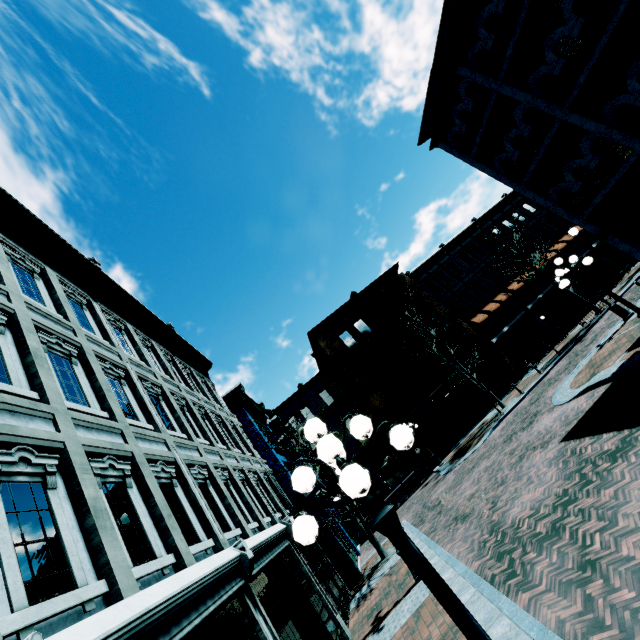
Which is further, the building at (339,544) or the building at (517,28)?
the building at (339,544)

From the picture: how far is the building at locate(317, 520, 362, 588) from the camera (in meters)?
14.54

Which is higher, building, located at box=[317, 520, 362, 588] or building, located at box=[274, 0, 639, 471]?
building, located at box=[274, 0, 639, 471]

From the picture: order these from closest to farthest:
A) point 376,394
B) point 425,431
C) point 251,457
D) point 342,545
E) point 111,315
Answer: point 111,315
point 251,457
point 342,545
point 425,431
point 376,394

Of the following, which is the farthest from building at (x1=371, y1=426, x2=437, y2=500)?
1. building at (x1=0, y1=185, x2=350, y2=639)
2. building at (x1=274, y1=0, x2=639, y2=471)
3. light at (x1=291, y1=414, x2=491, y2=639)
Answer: light at (x1=291, y1=414, x2=491, y2=639)

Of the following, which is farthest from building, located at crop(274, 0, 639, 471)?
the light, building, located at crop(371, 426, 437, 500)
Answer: the light

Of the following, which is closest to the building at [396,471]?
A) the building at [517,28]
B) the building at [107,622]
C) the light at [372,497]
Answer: the building at [107,622]
